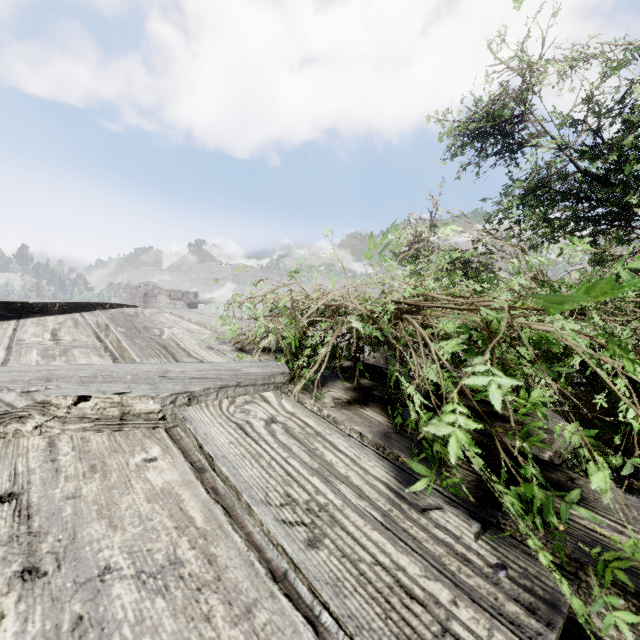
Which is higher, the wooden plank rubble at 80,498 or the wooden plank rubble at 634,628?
the wooden plank rubble at 80,498

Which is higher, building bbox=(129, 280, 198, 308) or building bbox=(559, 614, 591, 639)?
building bbox=(129, 280, 198, 308)

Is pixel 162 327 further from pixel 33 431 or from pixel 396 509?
pixel 396 509

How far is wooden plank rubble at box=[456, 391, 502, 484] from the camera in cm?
121

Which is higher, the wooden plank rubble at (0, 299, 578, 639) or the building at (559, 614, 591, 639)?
the wooden plank rubble at (0, 299, 578, 639)

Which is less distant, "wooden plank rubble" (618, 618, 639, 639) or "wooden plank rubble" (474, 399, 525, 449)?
"wooden plank rubble" (618, 618, 639, 639)

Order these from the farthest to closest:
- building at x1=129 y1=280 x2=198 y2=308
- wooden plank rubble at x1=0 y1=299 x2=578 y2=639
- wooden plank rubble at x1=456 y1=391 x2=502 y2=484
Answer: building at x1=129 y1=280 x2=198 y2=308 → wooden plank rubble at x1=456 y1=391 x2=502 y2=484 → wooden plank rubble at x1=0 y1=299 x2=578 y2=639
